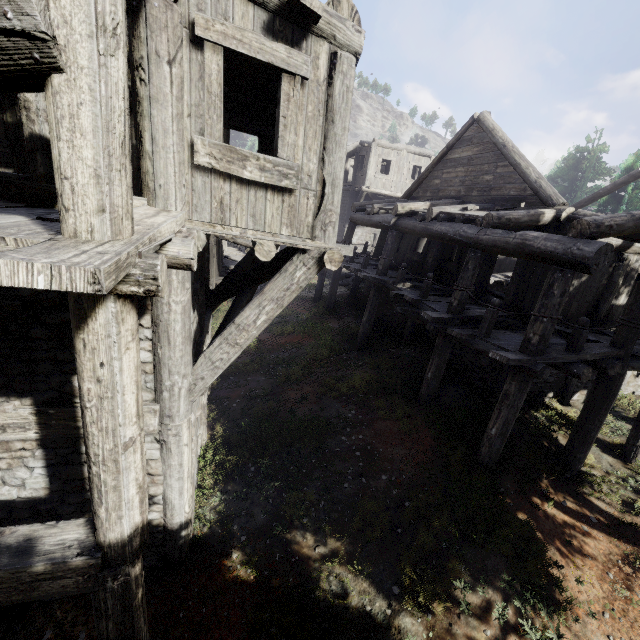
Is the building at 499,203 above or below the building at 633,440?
above

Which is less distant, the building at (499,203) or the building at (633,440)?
the building at (499,203)

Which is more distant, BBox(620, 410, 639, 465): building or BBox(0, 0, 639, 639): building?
BBox(620, 410, 639, 465): building

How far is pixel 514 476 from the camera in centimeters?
717cm

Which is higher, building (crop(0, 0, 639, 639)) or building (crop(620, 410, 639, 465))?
building (crop(0, 0, 639, 639))
